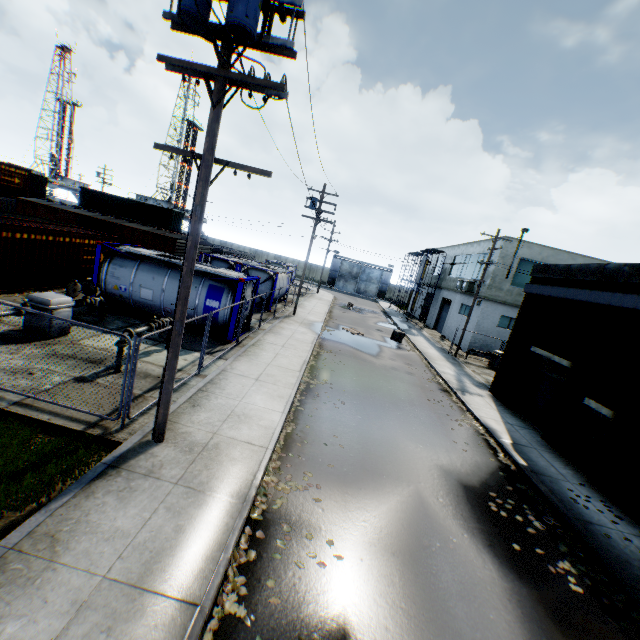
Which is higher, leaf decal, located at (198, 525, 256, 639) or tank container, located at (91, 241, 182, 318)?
tank container, located at (91, 241, 182, 318)

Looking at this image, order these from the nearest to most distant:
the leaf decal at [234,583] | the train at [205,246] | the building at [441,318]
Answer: the leaf decal at [234,583]
the train at [205,246]
the building at [441,318]

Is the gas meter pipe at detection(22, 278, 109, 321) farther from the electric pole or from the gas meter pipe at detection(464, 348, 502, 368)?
the gas meter pipe at detection(464, 348, 502, 368)

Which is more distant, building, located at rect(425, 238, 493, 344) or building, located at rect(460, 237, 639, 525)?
building, located at rect(425, 238, 493, 344)

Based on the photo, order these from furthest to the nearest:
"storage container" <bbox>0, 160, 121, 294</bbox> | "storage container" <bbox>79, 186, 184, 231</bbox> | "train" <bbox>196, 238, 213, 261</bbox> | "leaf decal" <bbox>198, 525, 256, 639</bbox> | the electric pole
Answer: "storage container" <bbox>79, 186, 184, 231</bbox> → "train" <bbox>196, 238, 213, 261</bbox> → "storage container" <bbox>0, 160, 121, 294</bbox> → the electric pole → "leaf decal" <bbox>198, 525, 256, 639</bbox>

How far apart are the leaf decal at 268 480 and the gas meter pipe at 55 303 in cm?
820

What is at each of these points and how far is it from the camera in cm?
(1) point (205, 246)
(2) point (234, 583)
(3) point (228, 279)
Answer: (1) train, 2914
(2) leaf decal, 477
(3) tank container, 1441

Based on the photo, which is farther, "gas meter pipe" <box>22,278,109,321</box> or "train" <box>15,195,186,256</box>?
"train" <box>15,195,186,256</box>
